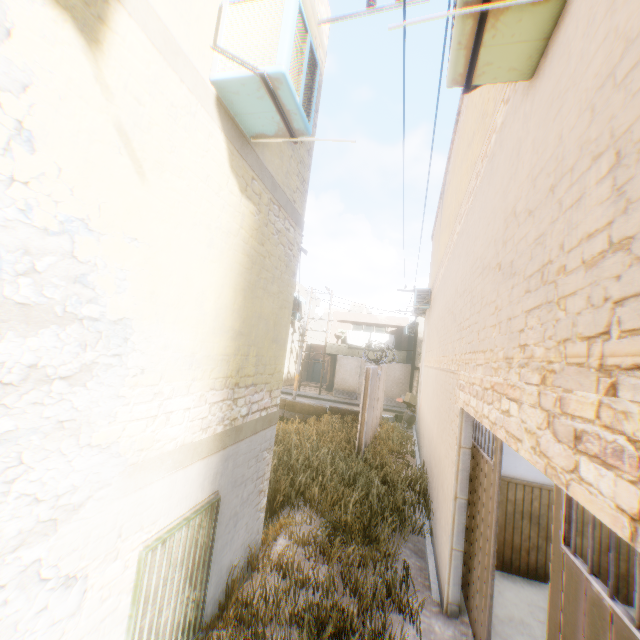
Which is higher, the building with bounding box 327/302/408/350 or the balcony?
the building with bounding box 327/302/408/350

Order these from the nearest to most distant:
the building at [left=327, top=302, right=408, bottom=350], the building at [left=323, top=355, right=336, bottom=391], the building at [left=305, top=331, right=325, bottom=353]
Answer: the building at [left=327, top=302, right=408, bottom=350] → the building at [left=323, top=355, right=336, bottom=391] → the building at [left=305, top=331, right=325, bottom=353]

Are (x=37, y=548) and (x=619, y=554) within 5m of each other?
no

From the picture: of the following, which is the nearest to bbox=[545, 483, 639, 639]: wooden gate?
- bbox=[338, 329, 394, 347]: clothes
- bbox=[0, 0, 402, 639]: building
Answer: bbox=[0, 0, 402, 639]: building

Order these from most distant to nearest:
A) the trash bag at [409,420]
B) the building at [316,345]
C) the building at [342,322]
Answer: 1. the building at [316,345]
2. the building at [342,322]
3. the trash bag at [409,420]

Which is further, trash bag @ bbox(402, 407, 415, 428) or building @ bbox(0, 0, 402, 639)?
trash bag @ bbox(402, 407, 415, 428)

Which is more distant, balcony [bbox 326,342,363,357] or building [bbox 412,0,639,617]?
balcony [bbox 326,342,363,357]

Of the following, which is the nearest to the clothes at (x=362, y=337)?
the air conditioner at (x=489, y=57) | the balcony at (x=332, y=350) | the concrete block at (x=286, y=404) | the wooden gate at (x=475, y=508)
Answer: the balcony at (x=332, y=350)
